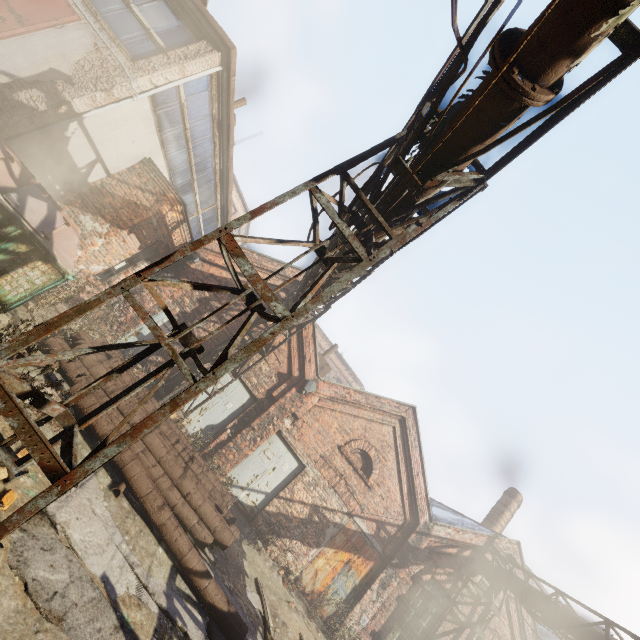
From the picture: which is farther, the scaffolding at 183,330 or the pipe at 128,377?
the pipe at 128,377

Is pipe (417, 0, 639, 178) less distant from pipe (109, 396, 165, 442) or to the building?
pipe (109, 396, 165, 442)

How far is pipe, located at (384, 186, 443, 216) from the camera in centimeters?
423cm

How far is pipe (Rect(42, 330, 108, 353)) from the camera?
6.04m

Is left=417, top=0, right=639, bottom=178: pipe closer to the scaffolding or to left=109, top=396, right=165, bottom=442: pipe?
the scaffolding

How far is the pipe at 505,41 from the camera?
2.9m

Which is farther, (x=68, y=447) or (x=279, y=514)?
(x=279, y=514)
